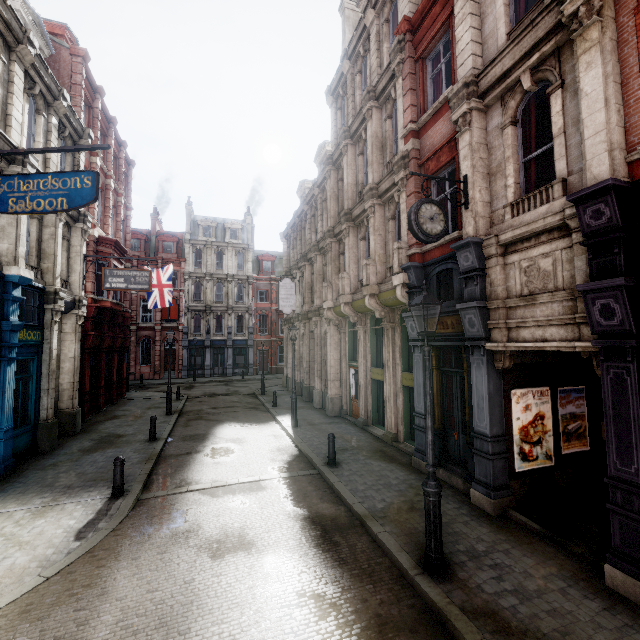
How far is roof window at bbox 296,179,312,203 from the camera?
25.55m

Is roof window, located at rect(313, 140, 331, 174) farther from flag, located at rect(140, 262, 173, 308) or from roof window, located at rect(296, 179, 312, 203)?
flag, located at rect(140, 262, 173, 308)

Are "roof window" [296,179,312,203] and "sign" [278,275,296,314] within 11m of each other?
yes

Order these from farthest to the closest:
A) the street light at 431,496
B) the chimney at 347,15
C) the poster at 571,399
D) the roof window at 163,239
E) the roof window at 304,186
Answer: the roof window at 163,239 < the roof window at 304,186 < the chimney at 347,15 < the poster at 571,399 < the street light at 431,496

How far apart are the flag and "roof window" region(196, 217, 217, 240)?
18.3 meters

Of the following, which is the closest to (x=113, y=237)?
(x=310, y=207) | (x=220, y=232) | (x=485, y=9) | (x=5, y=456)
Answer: (x=310, y=207)

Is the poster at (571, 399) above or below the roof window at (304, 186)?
below

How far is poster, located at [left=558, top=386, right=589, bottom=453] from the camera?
8.1m
